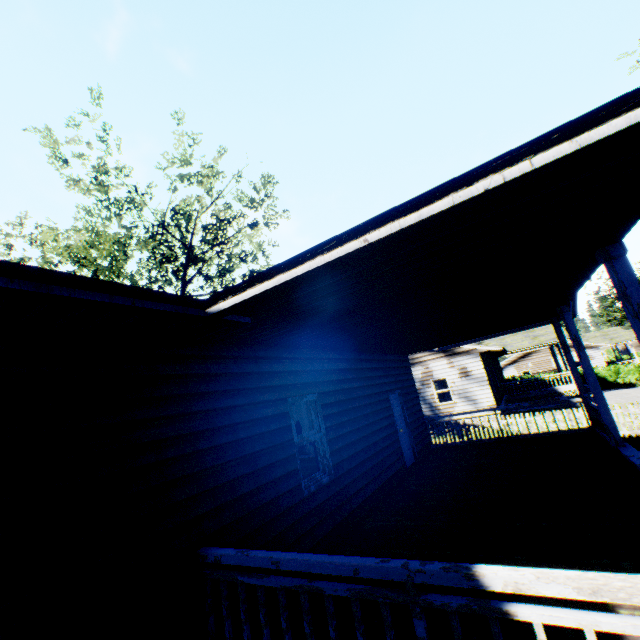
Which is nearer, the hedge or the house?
the house

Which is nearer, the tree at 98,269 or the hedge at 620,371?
the tree at 98,269

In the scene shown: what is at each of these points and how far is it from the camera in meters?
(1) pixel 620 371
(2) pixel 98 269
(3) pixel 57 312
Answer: (1) hedge, 32.8 m
(2) tree, 21.3 m
(3) house, 2.6 m

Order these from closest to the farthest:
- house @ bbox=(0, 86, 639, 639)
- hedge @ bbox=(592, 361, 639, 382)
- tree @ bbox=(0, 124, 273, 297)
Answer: house @ bbox=(0, 86, 639, 639) < tree @ bbox=(0, 124, 273, 297) < hedge @ bbox=(592, 361, 639, 382)

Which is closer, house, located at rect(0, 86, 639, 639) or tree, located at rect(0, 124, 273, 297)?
house, located at rect(0, 86, 639, 639)

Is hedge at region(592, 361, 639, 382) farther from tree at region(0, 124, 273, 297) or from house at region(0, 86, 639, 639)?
tree at region(0, 124, 273, 297)

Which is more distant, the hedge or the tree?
the hedge

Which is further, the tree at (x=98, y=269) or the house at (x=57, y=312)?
the tree at (x=98, y=269)
